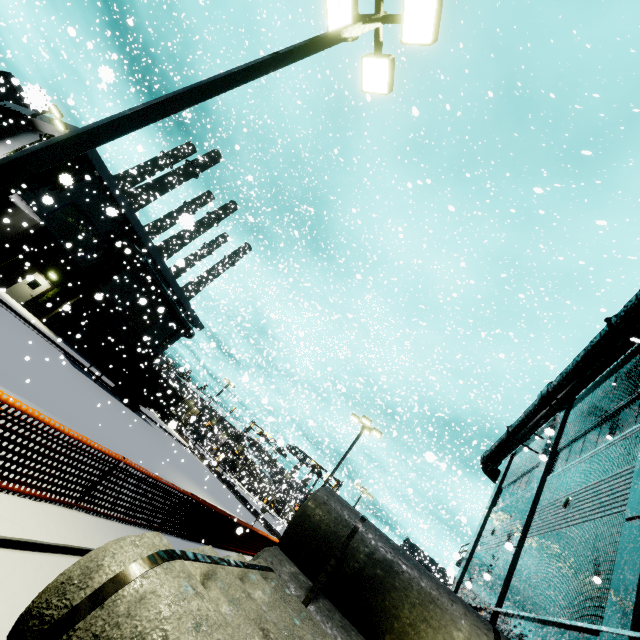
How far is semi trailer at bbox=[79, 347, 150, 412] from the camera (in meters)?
23.73

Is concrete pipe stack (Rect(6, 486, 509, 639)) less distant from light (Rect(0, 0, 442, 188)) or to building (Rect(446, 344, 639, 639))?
building (Rect(446, 344, 639, 639))

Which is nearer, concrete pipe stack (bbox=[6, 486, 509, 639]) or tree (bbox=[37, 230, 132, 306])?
concrete pipe stack (bbox=[6, 486, 509, 639])

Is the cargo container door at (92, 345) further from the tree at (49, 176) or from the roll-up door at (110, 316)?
the tree at (49, 176)

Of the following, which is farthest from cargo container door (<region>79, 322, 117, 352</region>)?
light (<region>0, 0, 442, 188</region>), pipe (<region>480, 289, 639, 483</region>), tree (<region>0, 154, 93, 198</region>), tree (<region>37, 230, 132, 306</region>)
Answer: light (<region>0, 0, 442, 188</region>)

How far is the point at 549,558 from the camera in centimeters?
A: 1073cm

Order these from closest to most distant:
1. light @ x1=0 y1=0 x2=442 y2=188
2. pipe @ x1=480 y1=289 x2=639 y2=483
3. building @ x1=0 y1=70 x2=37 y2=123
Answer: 1. light @ x1=0 y1=0 x2=442 y2=188
2. building @ x1=0 y1=70 x2=37 y2=123
3. pipe @ x1=480 y1=289 x2=639 y2=483

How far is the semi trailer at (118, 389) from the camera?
23.73m
